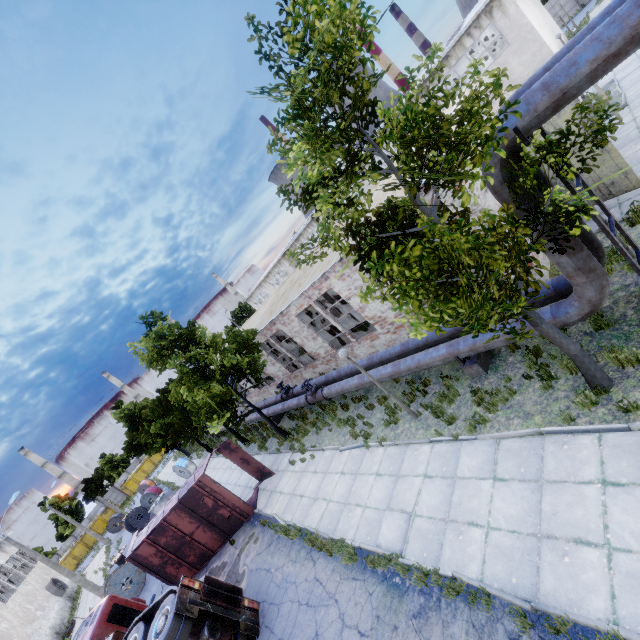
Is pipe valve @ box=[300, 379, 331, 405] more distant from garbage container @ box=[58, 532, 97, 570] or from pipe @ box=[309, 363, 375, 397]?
garbage container @ box=[58, 532, 97, 570]

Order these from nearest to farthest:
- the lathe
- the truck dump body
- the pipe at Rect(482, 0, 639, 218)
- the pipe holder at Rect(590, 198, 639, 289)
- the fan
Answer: the pipe at Rect(482, 0, 639, 218), the pipe holder at Rect(590, 198, 639, 289), the truck dump body, the lathe, the fan

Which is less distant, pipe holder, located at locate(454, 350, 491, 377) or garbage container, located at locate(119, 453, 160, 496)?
pipe holder, located at locate(454, 350, 491, 377)

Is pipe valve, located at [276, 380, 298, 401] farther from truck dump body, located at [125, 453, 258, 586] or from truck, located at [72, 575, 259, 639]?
truck, located at [72, 575, 259, 639]

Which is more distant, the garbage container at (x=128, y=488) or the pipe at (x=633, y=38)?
the garbage container at (x=128, y=488)

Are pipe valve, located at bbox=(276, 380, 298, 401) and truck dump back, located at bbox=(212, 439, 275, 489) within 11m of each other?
yes

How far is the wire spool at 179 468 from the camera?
30.0m

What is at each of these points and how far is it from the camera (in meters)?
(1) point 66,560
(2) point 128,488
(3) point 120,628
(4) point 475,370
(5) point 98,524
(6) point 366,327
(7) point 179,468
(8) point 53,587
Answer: (1) garbage container, 49.12
(2) garbage container, 55.97
(3) truck, 11.88
(4) pipe holder, 9.52
(5) garbage container, 52.38
(6) lathe, 17.58
(7) wire spool, 30.16
(8) fan, 31.66
